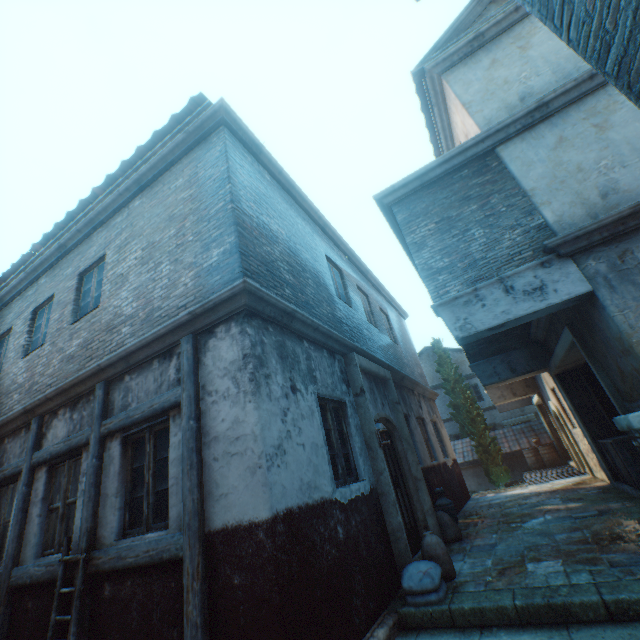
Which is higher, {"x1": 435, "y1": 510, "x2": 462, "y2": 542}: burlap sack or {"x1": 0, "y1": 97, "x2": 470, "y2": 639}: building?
{"x1": 0, "y1": 97, "x2": 470, "y2": 639}: building

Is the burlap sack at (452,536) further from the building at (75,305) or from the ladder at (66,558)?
the ladder at (66,558)

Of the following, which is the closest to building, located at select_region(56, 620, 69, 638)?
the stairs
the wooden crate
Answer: the stairs

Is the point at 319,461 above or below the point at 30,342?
below

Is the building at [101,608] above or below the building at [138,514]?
below

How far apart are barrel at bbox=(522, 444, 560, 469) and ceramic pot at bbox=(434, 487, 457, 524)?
12.2m

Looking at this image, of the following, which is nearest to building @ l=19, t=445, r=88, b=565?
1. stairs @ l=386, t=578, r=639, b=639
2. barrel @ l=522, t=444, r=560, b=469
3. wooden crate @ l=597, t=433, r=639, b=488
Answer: stairs @ l=386, t=578, r=639, b=639
